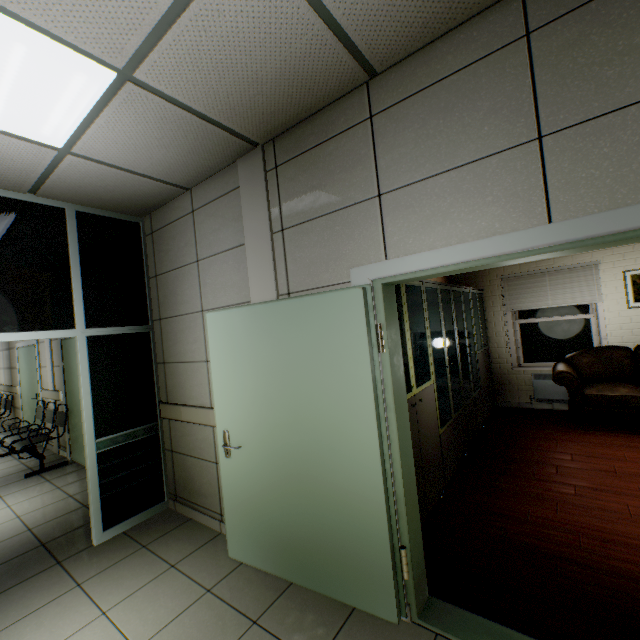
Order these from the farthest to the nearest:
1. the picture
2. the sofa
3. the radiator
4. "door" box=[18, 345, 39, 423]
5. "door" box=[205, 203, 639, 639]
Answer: "door" box=[18, 345, 39, 423] < the radiator < the picture < the sofa < "door" box=[205, 203, 639, 639]

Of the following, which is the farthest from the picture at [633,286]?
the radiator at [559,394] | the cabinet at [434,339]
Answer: the cabinet at [434,339]

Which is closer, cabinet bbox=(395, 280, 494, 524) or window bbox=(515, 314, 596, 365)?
cabinet bbox=(395, 280, 494, 524)

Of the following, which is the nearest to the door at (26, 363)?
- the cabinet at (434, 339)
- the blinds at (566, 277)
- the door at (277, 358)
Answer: the door at (277, 358)

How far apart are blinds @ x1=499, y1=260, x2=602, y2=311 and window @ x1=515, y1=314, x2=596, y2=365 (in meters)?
0.24

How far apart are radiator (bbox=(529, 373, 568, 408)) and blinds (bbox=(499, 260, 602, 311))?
1.09m

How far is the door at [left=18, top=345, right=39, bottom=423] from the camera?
6.6 meters

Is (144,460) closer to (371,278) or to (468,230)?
(371,278)
